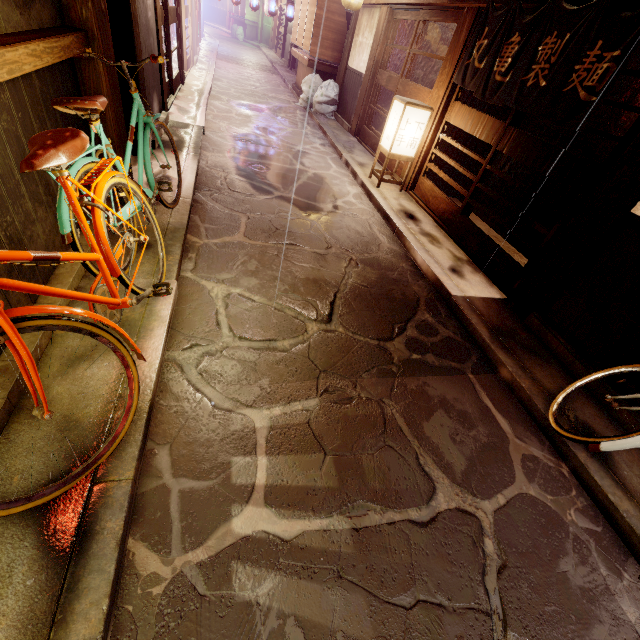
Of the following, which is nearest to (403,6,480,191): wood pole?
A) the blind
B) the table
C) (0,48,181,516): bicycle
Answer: (0,48,181,516): bicycle

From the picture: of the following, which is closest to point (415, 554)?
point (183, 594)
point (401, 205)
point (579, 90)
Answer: point (183, 594)

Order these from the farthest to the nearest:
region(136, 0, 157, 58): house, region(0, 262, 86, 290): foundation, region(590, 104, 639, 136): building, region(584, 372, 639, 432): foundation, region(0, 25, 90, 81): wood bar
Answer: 1. region(590, 104, 639, 136): building
2. region(136, 0, 157, 58): house
3. region(584, 372, 639, 432): foundation
4. region(0, 262, 86, 290): foundation
5. region(0, 25, 90, 81): wood bar

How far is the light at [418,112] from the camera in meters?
10.3

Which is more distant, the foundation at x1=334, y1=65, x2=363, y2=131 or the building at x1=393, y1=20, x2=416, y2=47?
the foundation at x1=334, y1=65, x2=363, y2=131

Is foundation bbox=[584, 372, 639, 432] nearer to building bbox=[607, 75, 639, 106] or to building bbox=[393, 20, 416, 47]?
building bbox=[607, 75, 639, 106]

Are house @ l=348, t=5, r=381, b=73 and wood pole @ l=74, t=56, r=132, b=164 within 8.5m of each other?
no

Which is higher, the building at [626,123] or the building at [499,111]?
the building at [626,123]
